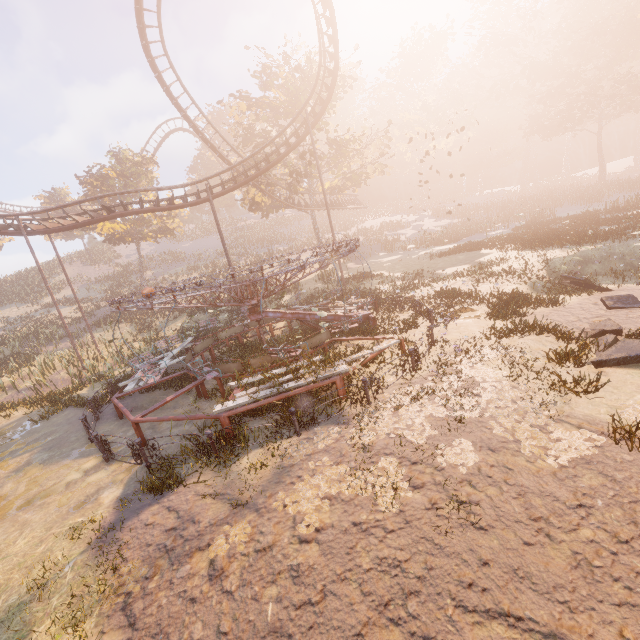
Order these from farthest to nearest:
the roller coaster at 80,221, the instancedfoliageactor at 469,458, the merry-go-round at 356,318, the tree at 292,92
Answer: the tree at 292,92, the roller coaster at 80,221, the merry-go-round at 356,318, the instancedfoliageactor at 469,458

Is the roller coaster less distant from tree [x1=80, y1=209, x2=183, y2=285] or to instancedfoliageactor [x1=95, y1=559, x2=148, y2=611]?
tree [x1=80, y1=209, x2=183, y2=285]

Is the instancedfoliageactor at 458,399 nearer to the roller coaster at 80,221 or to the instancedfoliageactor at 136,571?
the instancedfoliageactor at 136,571

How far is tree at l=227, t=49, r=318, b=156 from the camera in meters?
27.2

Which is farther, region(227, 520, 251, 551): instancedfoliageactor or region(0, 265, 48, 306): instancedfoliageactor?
region(0, 265, 48, 306): instancedfoliageactor

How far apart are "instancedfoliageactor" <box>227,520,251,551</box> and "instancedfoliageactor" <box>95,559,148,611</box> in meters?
1.1

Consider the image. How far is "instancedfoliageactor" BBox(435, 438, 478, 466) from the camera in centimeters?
568cm

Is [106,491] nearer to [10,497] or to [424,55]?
[10,497]
